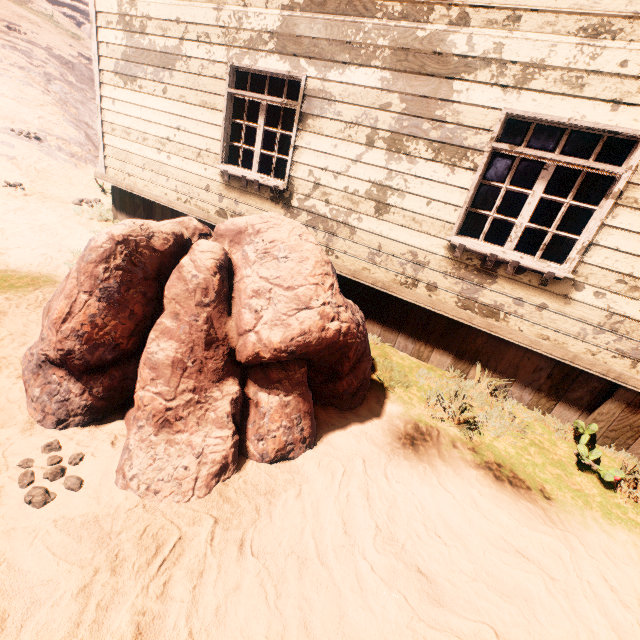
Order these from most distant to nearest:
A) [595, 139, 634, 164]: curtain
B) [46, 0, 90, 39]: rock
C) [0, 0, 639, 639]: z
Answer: [46, 0, 90, 39]: rock
[595, 139, 634, 164]: curtain
[0, 0, 639, 639]: z

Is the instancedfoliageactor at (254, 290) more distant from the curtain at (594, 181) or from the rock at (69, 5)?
the rock at (69, 5)

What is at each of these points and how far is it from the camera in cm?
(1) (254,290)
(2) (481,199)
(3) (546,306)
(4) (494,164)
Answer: (1) instancedfoliageactor, 289
(2) curtain, 408
(3) building, 396
(4) curtain, 391

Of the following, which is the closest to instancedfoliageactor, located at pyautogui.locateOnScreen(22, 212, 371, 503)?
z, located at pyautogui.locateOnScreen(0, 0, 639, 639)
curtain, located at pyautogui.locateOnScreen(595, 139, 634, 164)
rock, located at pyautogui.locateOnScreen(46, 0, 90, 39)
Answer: z, located at pyautogui.locateOnScreen(0, 0, 639, 639)

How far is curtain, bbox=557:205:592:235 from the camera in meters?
→ 3.7

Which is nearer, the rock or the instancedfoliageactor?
the instancedfoliageactor

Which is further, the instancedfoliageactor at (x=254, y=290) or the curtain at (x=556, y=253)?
the curtain at (x=556, y=253)

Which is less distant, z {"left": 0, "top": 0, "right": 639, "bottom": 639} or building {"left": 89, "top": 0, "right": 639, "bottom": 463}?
z {"left": 0, "top": 0, "right": 639, "bottom": 639}
